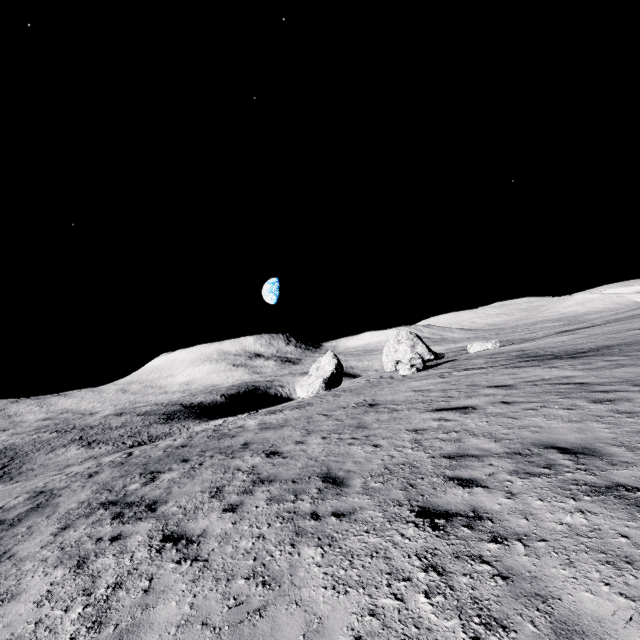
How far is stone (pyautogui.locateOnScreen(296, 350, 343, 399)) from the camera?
41.6 meters

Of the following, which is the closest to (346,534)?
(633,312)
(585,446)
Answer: (585,446)

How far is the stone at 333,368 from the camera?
41.6 meters
